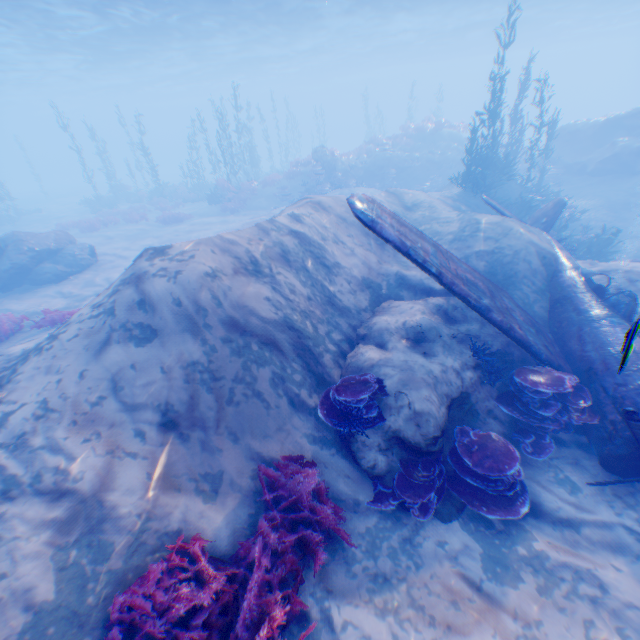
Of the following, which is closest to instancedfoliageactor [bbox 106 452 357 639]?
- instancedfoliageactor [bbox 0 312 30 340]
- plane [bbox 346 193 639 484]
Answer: plane [bbox 346 193 639 484]

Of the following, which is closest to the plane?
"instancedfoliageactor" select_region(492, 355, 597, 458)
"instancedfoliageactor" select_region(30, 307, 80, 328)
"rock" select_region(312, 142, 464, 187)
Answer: "instancedfoliageactor" select_region(492, 355, 597, 458)

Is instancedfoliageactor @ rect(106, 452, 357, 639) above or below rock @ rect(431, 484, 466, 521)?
above

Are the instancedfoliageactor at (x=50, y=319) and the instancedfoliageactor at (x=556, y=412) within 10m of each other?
no

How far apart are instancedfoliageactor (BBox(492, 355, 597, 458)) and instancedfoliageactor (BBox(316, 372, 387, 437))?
2.5m

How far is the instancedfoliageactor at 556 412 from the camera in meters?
6.0

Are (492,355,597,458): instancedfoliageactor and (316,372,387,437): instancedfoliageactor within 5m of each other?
yes

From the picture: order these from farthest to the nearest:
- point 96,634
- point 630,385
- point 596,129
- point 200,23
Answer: point 200,23, point 596,129, point 630,385, point 96,634
